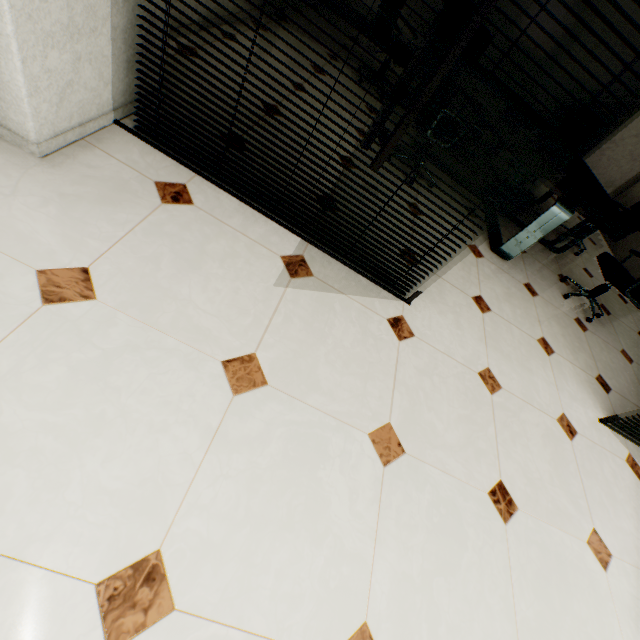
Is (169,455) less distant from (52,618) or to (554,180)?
(52,618)

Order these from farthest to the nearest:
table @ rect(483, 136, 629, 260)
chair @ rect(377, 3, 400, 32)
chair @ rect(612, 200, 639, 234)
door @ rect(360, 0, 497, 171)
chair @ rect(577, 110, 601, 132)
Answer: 1. chair @ rect(577, 110, 601, 132)
2. chair @ rect(612, 200, 639, 234)
3. chair @ rect(377, 3, 400, 32)
4. table @ rect(483, 136, 629, 260)
5. door @ rect(360, 0, 497, 171)

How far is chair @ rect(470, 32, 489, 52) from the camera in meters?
2.3 m

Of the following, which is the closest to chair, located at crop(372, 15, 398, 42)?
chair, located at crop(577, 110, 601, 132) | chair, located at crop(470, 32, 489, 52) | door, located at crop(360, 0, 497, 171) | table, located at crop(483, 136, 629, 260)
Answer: table, located at crop(483, 136, 629, 260)

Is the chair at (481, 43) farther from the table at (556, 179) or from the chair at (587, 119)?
the chair at (587, 119)

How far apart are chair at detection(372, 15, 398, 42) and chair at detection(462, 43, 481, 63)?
1.1m

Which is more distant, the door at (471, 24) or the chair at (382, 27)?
the chair at (382, 27)

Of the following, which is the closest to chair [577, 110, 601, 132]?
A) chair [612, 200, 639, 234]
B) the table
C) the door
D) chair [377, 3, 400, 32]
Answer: the table
